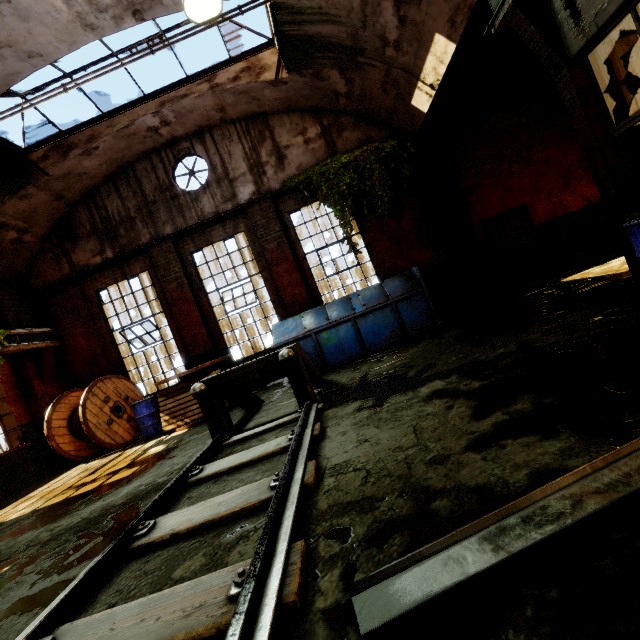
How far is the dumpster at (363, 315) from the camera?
7.2m

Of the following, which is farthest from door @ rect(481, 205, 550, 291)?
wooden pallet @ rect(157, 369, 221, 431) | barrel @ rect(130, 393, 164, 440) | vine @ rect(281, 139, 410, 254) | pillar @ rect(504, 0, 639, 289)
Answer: barrel @ rect(130, 393, 164, 440)

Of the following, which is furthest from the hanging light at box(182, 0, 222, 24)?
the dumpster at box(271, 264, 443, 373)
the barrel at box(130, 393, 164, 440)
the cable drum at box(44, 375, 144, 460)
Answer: the cable drum at box(44, 375, 144, 460)

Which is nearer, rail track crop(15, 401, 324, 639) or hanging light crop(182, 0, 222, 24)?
rail track crop(15, 401, 324, 639)

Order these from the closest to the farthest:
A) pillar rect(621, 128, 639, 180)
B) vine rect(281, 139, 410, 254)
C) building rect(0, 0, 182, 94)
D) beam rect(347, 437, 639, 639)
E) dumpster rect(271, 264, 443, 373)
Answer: beam rect(347, 437, 639, 639) < pillar rect(621, 128, 639, 180) < building rect(0, 0, 182, 94) < dumpster rect(271, 264, 443, 373) < vine rect(281, 139, 410, 254)

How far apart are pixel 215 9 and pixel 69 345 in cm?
964

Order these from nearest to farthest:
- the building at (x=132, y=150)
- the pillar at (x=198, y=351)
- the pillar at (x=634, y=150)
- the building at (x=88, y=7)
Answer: the pillar at (x=634, y=150) < the building at (x=88, y=7) < the building at (x=132, y=150) < the pillar at (x=198, y=351)

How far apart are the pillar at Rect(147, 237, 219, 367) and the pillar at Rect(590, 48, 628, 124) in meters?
8.6 m
